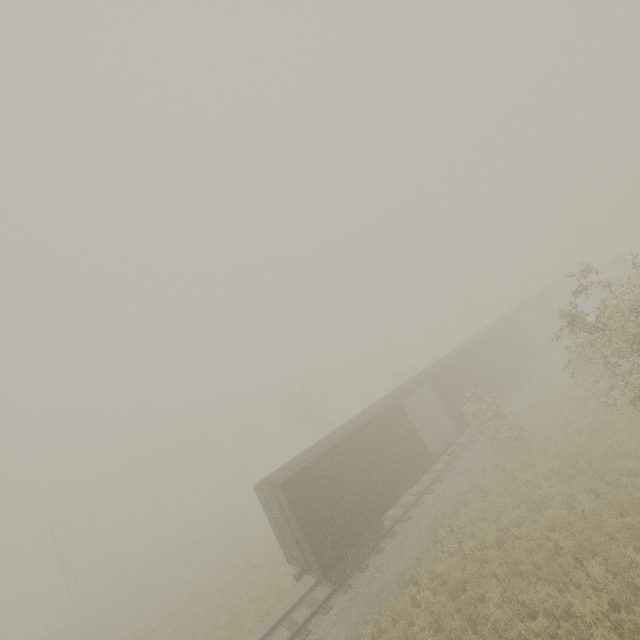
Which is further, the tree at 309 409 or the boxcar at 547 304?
the tree at 309 409

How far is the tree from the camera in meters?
33.2

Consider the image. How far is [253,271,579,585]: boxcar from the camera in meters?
12.8 m

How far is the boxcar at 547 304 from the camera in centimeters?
1279cm

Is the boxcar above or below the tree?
below

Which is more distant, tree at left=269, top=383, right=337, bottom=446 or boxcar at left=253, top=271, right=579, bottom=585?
tree at left=269, top=383, right=337, bottom=446

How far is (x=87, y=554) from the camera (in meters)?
56.38
